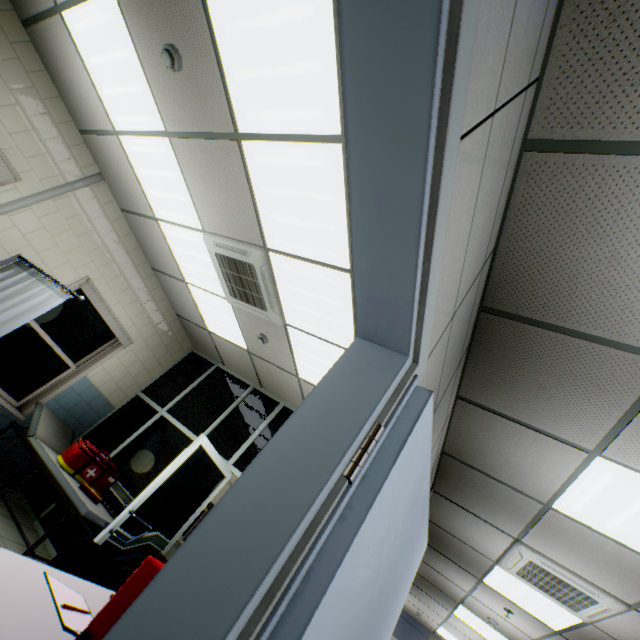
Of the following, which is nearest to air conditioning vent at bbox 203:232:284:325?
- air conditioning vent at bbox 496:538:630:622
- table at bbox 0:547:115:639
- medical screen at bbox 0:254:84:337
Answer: medical screen at bbox 0:254:84:337

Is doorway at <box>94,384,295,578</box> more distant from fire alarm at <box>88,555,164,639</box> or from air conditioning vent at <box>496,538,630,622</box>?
fire alarm at <box>88,555,164,639</box>

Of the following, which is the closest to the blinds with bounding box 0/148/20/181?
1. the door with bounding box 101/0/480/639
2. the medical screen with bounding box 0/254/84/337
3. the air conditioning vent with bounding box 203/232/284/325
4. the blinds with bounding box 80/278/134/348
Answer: the medical screen with bounding box 0/254/84/337

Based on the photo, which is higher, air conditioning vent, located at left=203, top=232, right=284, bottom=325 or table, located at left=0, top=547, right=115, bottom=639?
air conditioning vent, located at left=203, top=232, right=284, bottom=325

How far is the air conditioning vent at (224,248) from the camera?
3.3 meters

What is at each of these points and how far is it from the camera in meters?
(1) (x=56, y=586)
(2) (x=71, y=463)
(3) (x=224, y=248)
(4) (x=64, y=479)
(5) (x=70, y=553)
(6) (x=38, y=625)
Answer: (1) notebook, 1.2 m
(2) medical bag, 3.9 m
(3) air conditioning vent, 3.5 m
(4) couch, 3.6 m
(5) chair, 2.0 m
(6) table, 1.0 m

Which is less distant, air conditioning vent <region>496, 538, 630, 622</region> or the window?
air conditioning vent <region>496, 538, 630, 622</region>

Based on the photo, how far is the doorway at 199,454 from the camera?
3.5 meters
